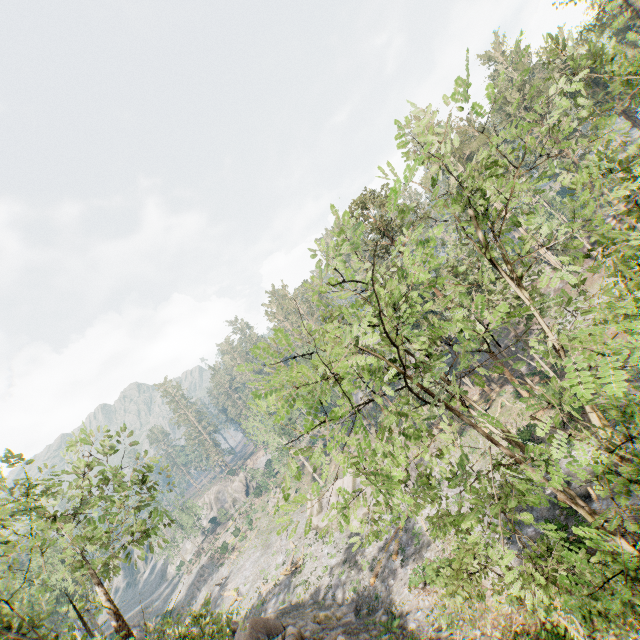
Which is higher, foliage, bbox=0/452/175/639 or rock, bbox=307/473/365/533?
foliage, bbox=0/452/175/639

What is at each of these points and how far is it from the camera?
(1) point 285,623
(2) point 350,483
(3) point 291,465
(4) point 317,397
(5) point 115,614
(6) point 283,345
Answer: (1) rock, 26.1 meters
(2) rock, 39.2 meters
(3) foliage, 4.0 meters
(4) foliage, 10.8 meters
(5) foliage, 13.6 meters
(6) foliage, 4.4 meters

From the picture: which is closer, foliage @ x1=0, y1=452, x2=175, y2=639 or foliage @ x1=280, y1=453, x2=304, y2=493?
foliage @ x1=280, y1=453, x2=304, y2=493

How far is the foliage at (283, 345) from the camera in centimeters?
430cm

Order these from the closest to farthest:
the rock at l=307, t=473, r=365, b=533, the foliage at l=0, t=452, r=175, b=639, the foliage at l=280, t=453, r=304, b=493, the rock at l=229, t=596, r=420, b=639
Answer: the foliage at l=280, t=453, r=304, b=493
the foliage at l=0, t=452, r=175, b=639
the rock at l=229, t=596, r=420, b=639
the rock at l=307, t=473, r=365, b=533

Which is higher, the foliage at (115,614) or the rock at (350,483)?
the foliage at (115,614)

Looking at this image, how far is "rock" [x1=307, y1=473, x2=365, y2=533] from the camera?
39.2 meters
